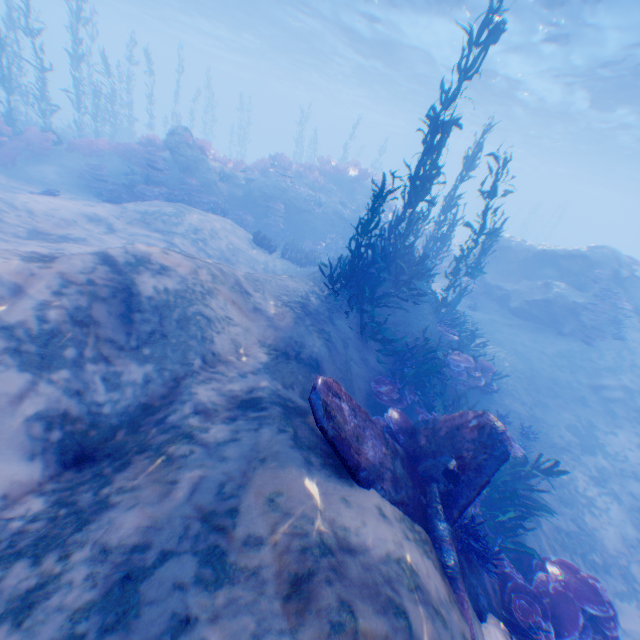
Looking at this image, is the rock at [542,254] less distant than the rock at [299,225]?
Yes

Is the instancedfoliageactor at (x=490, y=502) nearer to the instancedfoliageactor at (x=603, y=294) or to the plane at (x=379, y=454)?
the plane at (x=379, y=454)

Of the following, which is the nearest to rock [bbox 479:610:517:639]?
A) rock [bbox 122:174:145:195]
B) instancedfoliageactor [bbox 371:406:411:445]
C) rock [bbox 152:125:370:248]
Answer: instancedfoliageactor [bbox 371:406:411:445]

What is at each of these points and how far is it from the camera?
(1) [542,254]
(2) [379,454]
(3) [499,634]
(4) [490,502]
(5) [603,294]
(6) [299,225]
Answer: (1) rock, 16.03m
(2) plane, 4.20m
(3) rock, 4.14m
(4) instancedfoliageactor, 7.36m
(5) instancedfoliageactor, 13.41m
(6) rock, 18.33m

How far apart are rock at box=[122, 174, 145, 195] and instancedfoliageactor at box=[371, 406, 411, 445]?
13.1 meters

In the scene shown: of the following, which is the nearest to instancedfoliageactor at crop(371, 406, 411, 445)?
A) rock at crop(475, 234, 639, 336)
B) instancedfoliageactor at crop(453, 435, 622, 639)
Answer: instancedfoliageactor at crop(453, 435, 622, 639)

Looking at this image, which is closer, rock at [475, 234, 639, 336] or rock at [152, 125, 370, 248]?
rock at [475, 234, 639, 336]

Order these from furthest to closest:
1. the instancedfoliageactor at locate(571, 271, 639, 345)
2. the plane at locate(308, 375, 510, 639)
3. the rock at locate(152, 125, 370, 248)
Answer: the rock at locate(152, 125, 370, 248) < the instancedfoliageactor at locate(571, 271, 639, 345) < the plane at locate(308, 375, 510, 639)
